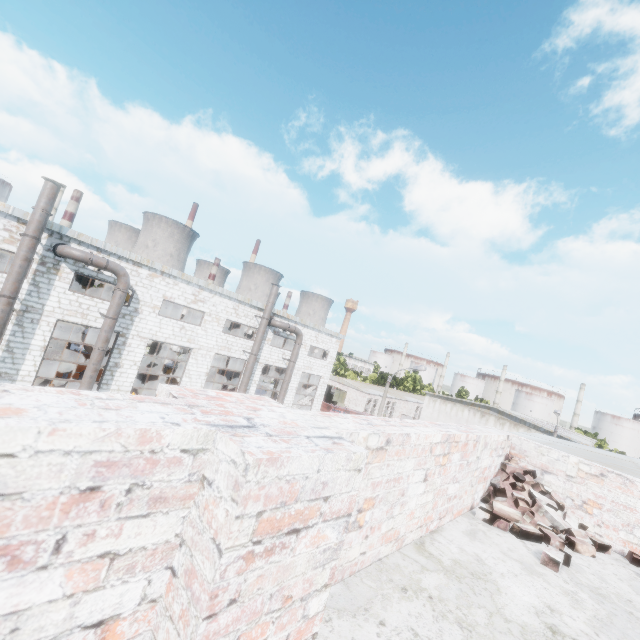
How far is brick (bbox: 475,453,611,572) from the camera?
2.98m

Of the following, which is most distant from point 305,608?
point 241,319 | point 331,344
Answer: point 331,344

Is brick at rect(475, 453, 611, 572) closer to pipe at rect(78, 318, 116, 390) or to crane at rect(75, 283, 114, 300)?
pipe at rect(78, 318, 116, 390)

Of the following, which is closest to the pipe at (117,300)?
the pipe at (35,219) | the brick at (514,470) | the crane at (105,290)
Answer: the pipe at (35,219)

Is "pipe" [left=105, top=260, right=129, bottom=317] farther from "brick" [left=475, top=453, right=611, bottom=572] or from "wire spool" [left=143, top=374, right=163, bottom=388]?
"brick" [left=475, top=453, right=611, bottom=572]

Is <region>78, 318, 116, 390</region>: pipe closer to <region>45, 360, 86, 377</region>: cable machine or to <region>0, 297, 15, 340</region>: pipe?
<region>0, 297, 15, 340</region>: pipe

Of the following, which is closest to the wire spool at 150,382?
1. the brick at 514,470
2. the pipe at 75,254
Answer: the pipe at 75,254

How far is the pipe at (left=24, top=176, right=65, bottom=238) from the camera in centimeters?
1398cm
